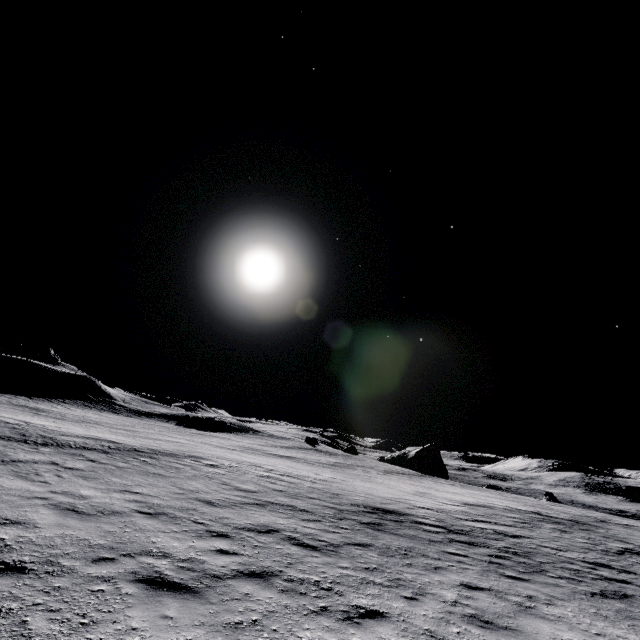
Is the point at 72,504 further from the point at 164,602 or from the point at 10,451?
the point at 10,451

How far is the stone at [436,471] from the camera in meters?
56.5

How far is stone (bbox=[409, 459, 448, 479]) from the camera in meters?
56.5
